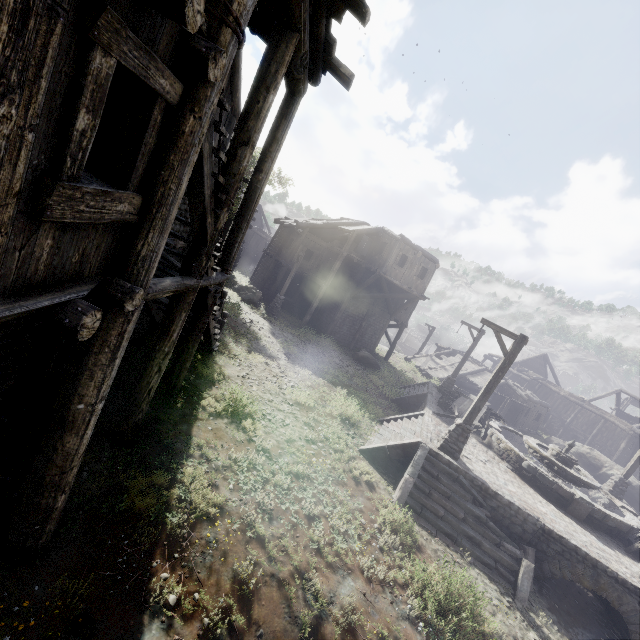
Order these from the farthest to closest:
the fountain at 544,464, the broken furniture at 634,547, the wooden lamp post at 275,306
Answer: the wooden lamp post at 275,306, the fountain at 544,464, the broken furniture at 634,547

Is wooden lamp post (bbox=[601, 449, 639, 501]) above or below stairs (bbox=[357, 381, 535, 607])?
above

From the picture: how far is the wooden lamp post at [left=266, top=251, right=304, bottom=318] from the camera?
22.9 meters

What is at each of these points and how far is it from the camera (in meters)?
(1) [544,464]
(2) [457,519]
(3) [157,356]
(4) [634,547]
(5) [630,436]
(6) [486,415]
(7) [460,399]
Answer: (1) fountain, 13.91
(2) stairs, 9.66
(3) building, 6.45
(4) broken furniture, 11.03
(5) building, 31.16
(6) broken furniture, 17.81
(7) broken furniture, 17.78

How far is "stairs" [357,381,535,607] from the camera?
8.9 meters

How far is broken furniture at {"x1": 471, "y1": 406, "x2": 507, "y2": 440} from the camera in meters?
15.0 m

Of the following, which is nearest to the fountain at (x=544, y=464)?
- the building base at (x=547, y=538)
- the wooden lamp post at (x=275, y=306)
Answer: the building base at (x=547, y=538)

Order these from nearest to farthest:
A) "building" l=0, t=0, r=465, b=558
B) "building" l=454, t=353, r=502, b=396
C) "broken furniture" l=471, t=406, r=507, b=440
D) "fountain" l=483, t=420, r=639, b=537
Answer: "building" l=0, t=0, r=465, b=558
"fountain" l=483, t=420, r=639, b=537
"broken furniture" l=471, t=406, r=507, b=440
"building" l=454, t=353, r=502, b=396
